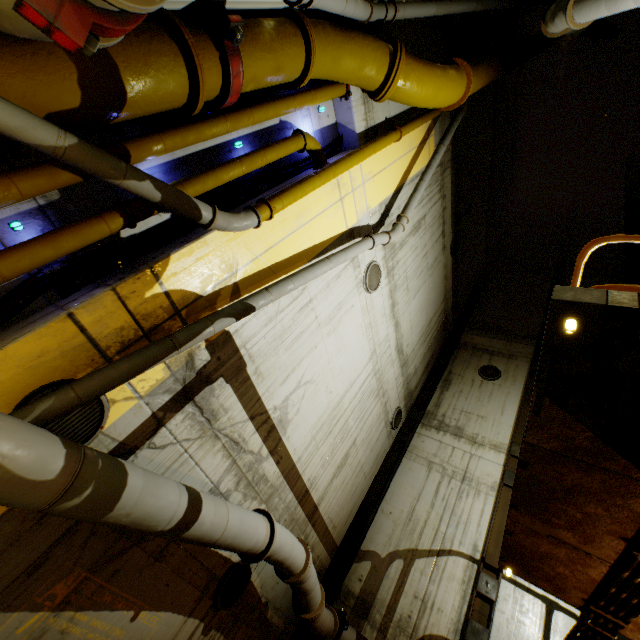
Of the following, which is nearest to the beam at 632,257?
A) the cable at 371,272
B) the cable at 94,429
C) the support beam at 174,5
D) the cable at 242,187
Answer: the cable at 371,272

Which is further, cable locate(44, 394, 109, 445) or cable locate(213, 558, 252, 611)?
cable locate(213, 558, 252, 611)

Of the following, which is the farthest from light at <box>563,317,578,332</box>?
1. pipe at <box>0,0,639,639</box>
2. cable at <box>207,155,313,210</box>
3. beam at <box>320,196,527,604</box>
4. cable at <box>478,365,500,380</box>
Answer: cable at <box>478,365,500,380</box>

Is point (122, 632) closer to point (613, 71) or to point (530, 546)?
point (530, 546)

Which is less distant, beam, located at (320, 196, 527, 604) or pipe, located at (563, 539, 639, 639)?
pipe, located at (563, 539, 639, 639)

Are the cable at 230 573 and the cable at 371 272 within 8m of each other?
yes

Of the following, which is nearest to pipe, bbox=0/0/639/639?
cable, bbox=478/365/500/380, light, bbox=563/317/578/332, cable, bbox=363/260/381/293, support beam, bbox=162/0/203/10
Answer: support beam, bbox=162/0/203/10

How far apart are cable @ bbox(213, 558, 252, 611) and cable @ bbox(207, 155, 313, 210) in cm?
519
